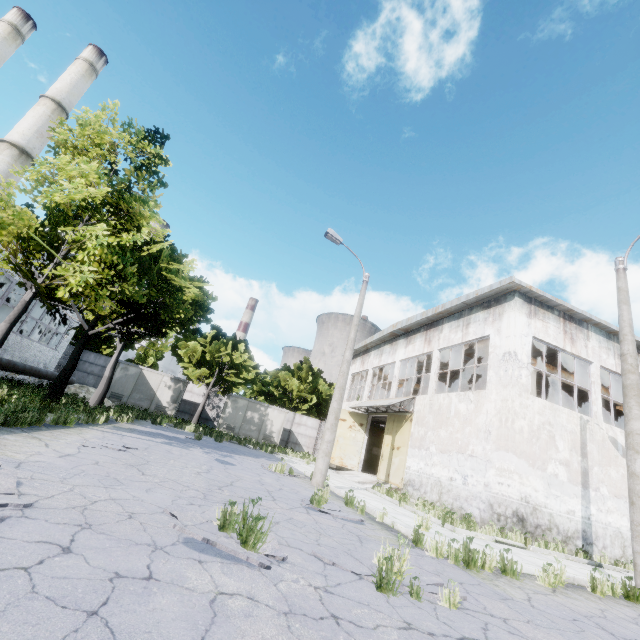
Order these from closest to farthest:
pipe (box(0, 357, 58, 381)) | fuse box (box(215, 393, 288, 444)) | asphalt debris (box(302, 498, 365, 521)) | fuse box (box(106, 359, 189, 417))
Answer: asphalt debris (box(302, 498, 365, 521))
pipe (box(0, 357, 58, 381))
fuse box (box(106, 359, 189, 417))
fuse box (box(215, 393, 288, 444))

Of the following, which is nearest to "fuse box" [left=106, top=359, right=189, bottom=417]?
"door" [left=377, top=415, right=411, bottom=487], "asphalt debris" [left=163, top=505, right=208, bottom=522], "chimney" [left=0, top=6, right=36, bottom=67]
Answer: "door" [left=377, top=415, right=411, bottom=487]

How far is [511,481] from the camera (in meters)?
11.63

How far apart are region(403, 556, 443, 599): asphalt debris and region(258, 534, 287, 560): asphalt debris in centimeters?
55cm

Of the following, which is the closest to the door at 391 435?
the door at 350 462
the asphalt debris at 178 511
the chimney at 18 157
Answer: the door at 350 462

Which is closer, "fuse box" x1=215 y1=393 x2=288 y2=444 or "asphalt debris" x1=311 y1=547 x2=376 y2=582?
"asphalt debris" x1=311 y1=547 x2=376 y2=582

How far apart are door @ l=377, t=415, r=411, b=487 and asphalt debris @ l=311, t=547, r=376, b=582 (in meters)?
13.12

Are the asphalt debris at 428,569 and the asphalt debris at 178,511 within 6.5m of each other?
yes
